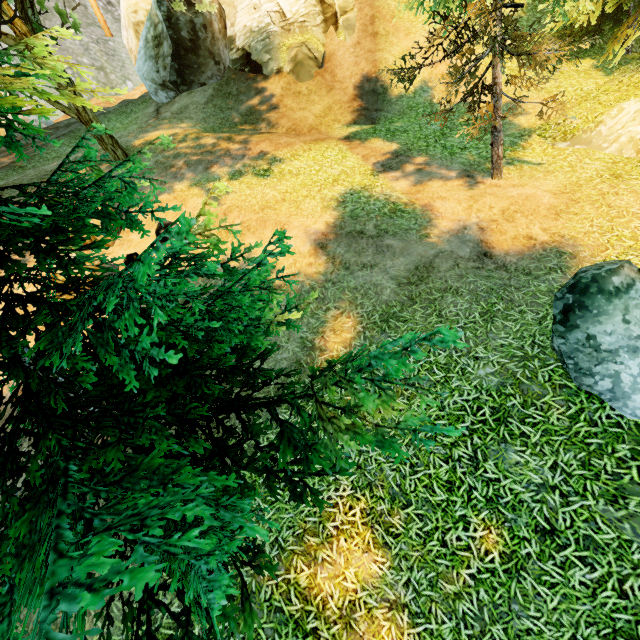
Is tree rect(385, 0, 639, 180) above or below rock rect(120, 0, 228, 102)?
below

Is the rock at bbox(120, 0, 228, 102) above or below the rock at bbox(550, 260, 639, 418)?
above

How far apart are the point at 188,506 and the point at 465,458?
4.4 meters

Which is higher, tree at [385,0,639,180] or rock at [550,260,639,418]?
tree at [385,0,639,180]

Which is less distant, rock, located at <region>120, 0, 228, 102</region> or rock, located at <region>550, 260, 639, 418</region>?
rock, located at <region>550, 260, 639, 418</region>

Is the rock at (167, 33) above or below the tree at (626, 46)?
above

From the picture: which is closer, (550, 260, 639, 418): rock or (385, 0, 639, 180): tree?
(550, 260, 639, 418): rock

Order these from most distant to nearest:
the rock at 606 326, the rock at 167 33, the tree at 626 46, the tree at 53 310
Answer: the rock at 167 33 → the tree at 626 46 → the rock at 606 326 → the tree at 53 310
